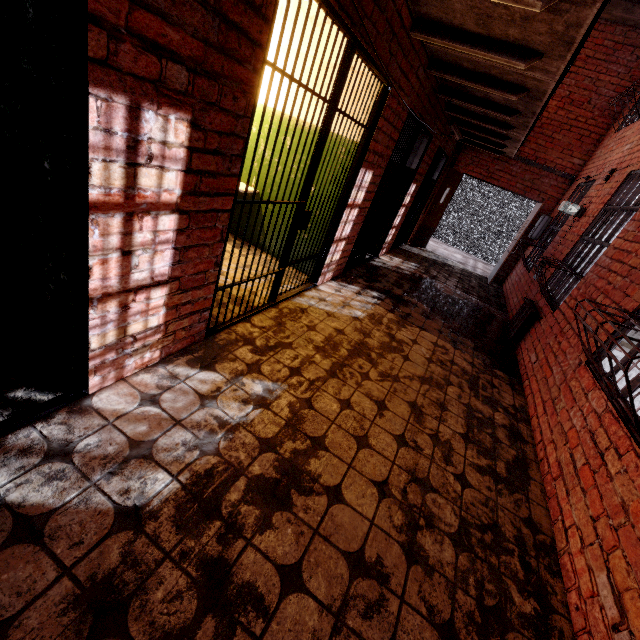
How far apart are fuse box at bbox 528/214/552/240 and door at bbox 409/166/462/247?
2.22m

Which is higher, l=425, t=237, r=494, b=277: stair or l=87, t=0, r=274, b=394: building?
l=87, t=0, r=274, b=394: building

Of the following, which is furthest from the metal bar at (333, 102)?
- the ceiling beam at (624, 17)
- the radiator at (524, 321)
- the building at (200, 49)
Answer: the ceiling beam at (624, 17)

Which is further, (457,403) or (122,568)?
(457,403)

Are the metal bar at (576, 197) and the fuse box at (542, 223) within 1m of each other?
yes

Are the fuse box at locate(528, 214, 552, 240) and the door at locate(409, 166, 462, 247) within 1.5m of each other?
no

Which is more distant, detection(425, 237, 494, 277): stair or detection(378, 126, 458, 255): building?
detection(425, 237, 494, 277): stair

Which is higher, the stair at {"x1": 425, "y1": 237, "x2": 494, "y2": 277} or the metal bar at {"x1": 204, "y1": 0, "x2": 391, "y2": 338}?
the metal bar at {"x1": 204, "y1": 0, "x2": 391, "y2": 338}
